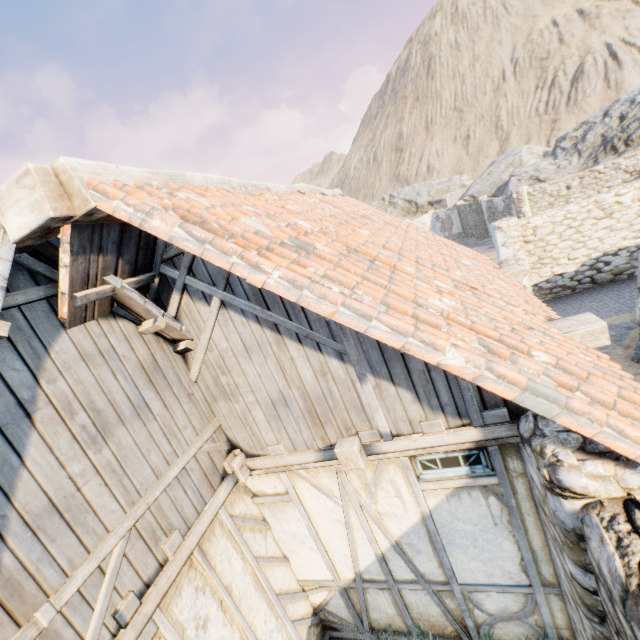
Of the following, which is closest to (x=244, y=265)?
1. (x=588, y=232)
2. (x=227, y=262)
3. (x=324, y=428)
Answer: (x=227, y=262)

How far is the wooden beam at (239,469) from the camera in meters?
3.5

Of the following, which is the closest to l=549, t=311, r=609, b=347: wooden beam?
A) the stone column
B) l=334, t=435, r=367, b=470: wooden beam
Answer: the stone column

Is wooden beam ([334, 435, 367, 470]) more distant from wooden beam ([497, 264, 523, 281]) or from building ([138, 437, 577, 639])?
wooden beam ([497, 264, 523, 281])

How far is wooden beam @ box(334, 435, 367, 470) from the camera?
3.0 meters

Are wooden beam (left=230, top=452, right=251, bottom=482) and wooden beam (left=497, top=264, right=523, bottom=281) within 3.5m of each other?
no

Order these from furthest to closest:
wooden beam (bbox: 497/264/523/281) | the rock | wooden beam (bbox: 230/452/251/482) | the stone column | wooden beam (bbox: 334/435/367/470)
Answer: the rock
wooden beam (bbox: 497/264/523/281)
wooden beam (bbox: 230/452/251/482)
wooden beam (bbox: 334/435/367/470)
the stone column

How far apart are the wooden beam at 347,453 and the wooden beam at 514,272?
4.7 meters
